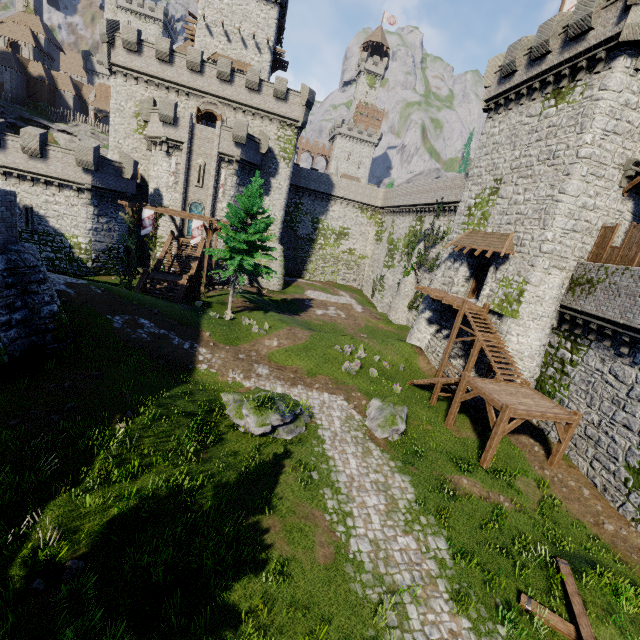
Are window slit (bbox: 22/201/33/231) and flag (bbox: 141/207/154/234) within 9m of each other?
no

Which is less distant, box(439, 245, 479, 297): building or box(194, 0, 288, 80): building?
box(439, 245, 479, 297): building

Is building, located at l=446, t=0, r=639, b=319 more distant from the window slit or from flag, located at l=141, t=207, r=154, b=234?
the window slit

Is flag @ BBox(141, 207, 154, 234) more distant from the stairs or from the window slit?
the stairs

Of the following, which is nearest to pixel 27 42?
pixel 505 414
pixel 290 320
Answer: pixel 290 320

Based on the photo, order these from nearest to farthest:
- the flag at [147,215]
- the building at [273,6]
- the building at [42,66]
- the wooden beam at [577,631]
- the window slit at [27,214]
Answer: the wooden beam at [577,631]
the flag at [147,215]
the window slit at [27,214]
the building at [273,6]
the building at [42,66]

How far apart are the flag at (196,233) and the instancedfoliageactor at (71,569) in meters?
23.1

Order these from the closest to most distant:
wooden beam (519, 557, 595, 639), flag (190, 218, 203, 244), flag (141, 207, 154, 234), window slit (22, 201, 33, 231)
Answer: wooden beam (519, 557, 595, 639) < flag (141, 207, 154, 234) < flag (190, 218, 203, 244) < window slit (22, 201, 33, 231)
